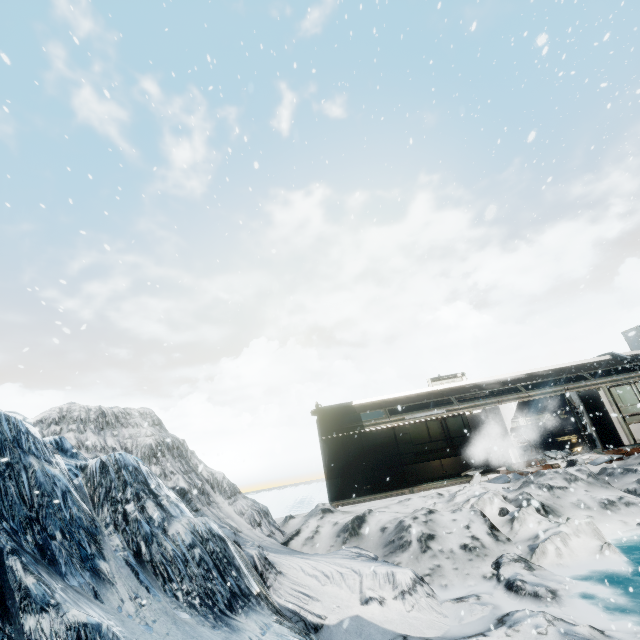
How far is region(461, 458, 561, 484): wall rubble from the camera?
13.0m

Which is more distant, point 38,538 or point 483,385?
point 483,385

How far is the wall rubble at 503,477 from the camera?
13.0 meters
